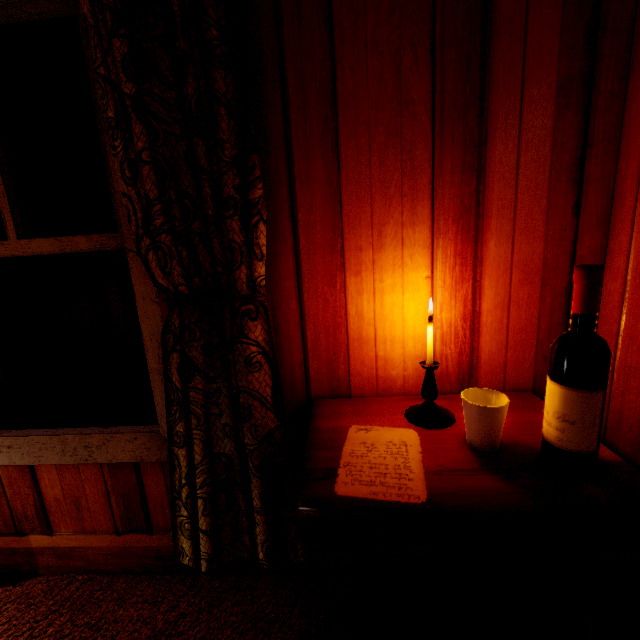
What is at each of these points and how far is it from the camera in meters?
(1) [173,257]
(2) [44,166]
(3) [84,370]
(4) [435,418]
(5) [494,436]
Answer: (1) curtain, 0.9 m
(2) window, 1.1 m
(3) window, 1.3 m
(4) candle, 1.0 m
(5) cup, 0.8 m

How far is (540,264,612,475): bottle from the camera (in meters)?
0.68

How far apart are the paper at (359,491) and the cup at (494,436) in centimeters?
18cm

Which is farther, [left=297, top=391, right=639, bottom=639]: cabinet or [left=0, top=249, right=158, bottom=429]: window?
[left=0, top=249, right=158, bottom=429]: window

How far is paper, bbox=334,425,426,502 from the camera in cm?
72

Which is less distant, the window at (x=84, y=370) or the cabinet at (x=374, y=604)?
the cabinet at (x=374, y=604)

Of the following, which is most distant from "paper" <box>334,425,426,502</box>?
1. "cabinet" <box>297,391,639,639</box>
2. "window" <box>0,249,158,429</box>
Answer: "window" <box>0,249,158,429</box>

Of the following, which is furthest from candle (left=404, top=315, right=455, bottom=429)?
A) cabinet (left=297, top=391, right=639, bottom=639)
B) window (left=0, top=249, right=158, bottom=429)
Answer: window (left=0, top=249, right=158, bottom=429)
